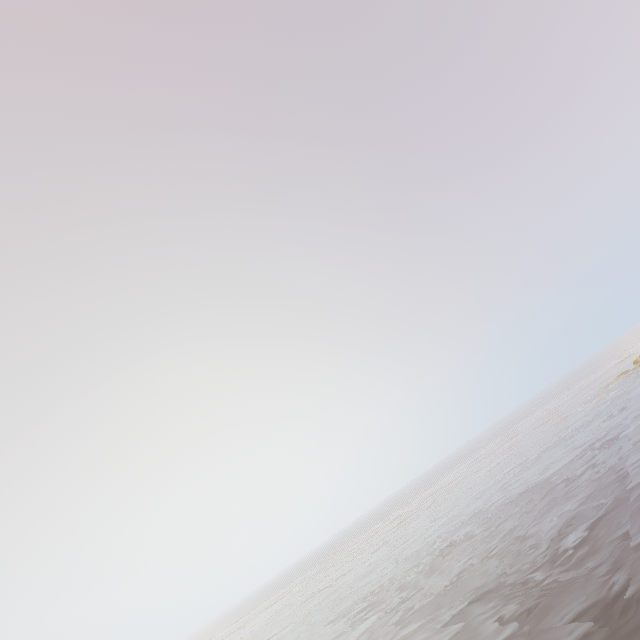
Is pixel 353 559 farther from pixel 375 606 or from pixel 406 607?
pixel 406 607
